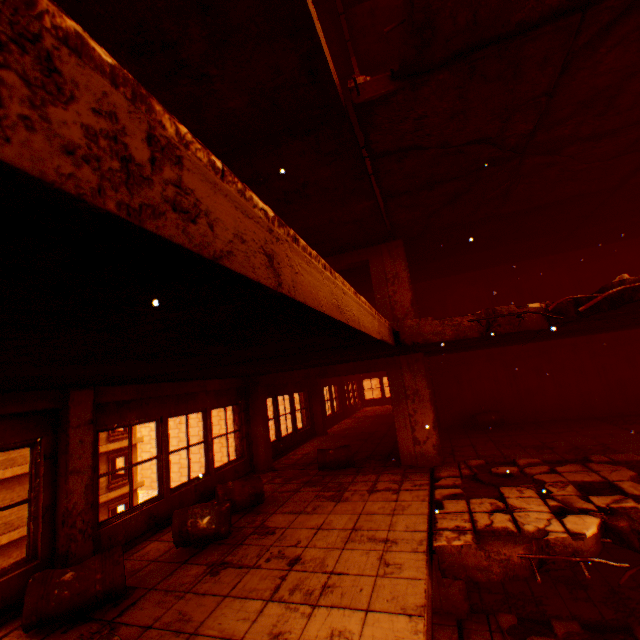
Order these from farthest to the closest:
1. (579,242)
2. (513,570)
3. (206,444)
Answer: (579,242) < (206,444) < (513,570)

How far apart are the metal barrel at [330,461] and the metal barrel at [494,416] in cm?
496

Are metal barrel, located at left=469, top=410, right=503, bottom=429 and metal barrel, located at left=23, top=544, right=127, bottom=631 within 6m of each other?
no

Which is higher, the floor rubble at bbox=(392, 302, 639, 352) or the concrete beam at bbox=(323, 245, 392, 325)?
the concrete beam at bbox=(323, 245, 392, 325)

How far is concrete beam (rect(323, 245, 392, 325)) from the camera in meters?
8.4

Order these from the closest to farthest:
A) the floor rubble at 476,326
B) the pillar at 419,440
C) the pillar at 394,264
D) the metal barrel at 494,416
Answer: the floor rubble at 476,326
the pillar at 419,440
the pillar at 394,264
the metal barrel at 494,416

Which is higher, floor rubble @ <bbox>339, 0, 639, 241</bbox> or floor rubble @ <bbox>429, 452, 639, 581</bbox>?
floor rubble @ <bbox>339, 0, 639, 241</bbox>

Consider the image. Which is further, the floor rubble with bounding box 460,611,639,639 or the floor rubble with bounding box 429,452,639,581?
the floor rubble with bounding box 460,611,639,639
